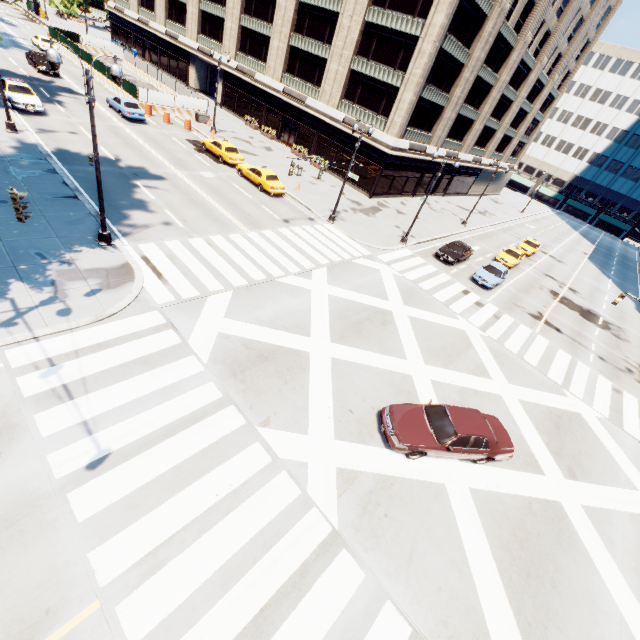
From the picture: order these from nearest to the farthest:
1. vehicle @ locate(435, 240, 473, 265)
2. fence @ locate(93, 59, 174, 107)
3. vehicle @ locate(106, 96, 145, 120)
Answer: vehicle @ locate(435, 240, 473, 265) → vehicle @ locate(106, 96, 145, 120) → fence @ locate(93, 59, 174, 107)

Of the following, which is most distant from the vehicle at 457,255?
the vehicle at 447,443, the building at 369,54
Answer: the vehicle at 447,443

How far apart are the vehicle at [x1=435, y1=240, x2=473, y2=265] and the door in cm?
2448

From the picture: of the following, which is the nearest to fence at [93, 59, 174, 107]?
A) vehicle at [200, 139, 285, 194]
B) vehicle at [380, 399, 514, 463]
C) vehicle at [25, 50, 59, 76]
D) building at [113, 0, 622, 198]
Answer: vehicle at [25, 50, 59, 76]

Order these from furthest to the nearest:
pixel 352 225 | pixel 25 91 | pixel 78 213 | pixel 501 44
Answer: pixel 501 44, pixel 352 225, pixel 25 91, pixel 78 213

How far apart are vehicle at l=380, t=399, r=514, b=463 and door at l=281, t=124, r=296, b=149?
39.1 meters

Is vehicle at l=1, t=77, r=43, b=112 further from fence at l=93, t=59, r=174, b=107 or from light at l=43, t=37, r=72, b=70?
fence at l=93, t=59, r=174, b=107

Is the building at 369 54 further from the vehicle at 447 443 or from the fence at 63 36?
the vehicle at 447 443
